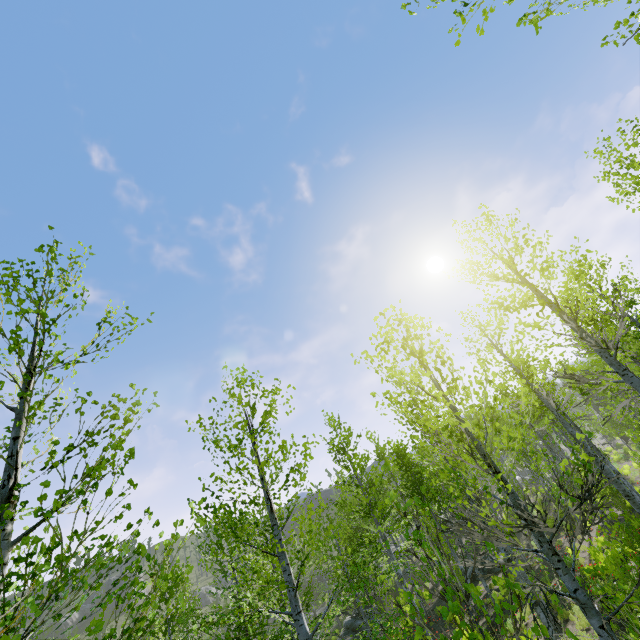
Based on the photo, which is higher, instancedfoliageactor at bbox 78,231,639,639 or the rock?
instancedfoliageactor at bbox 78,231,639,639

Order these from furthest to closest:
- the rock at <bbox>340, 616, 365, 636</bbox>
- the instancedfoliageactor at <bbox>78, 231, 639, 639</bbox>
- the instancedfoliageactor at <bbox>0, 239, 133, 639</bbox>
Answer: the rock at <bbox>340, 616, 365, 636</bbox>
the instancedfoliageactor at <bbox>78, 231, 639, 639</bbox>
the instancedfoliageactor at <bbox>0, 239, 133, 639</bbox>

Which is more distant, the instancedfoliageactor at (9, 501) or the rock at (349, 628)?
the rock at (349, 628)

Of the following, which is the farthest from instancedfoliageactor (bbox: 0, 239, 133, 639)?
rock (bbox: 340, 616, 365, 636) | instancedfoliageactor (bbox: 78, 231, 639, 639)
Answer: instancedfoliageactor (bbox: 78, 231, 639, 639)

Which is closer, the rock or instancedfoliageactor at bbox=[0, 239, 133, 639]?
instancedfoliageactor at bbox=[0, 239, 133, 639]

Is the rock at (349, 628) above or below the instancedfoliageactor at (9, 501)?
below

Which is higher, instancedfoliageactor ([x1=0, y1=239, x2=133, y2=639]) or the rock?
instancedfoliageactor ([x1=0, y1=239, x2=133, y2=639])

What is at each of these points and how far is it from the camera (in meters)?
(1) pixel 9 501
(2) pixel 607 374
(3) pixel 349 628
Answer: (1) instancedfoliageactor, 3.42
(2) instancedfoliageactor, 9.40
(3) rock, 25.98
